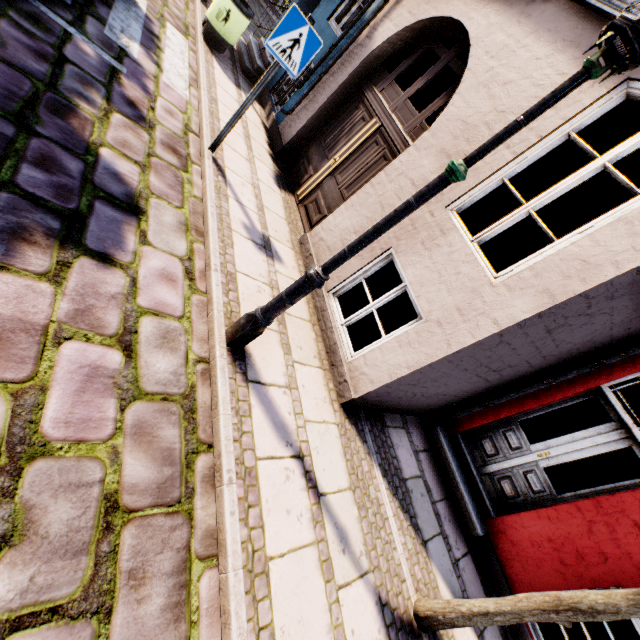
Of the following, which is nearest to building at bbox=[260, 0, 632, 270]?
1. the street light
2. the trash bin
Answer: the trash bin

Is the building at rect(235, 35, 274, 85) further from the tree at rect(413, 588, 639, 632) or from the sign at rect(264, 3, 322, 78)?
the sign at rect(264, 3, 322, 78)

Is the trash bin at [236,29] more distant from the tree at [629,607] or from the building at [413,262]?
the tree at [629,607]

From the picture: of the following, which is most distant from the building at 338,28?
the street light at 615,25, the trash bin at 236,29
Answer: the street light at 615,25

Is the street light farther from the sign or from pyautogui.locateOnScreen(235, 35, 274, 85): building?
the sign

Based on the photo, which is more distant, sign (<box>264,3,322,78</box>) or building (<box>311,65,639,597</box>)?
sign (<box>264,3,322,78</box>)

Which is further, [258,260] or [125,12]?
[125,12]

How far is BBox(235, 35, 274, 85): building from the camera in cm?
755
